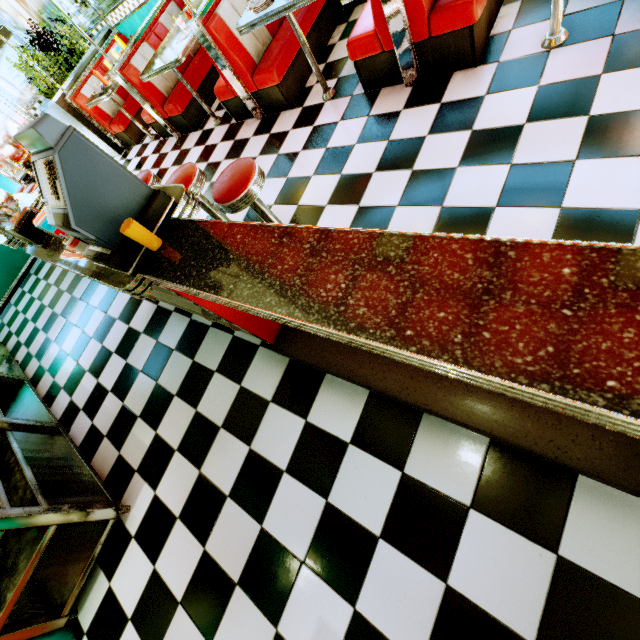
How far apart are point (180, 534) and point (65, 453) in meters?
1.7

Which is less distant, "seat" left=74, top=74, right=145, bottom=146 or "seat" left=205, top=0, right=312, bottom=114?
"seat" left=205, top=0, right=312, bottom=114

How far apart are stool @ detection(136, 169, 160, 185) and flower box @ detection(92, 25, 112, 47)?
4.3m

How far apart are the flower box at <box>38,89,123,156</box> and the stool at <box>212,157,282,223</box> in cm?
568

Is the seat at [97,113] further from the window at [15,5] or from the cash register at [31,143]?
the cash register at [31,143]

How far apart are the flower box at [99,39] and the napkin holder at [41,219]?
5.2 meters

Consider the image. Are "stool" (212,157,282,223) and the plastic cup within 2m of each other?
yes

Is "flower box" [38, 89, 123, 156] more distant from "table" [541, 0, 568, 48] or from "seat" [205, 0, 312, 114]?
"table" [541, 0, 568, 48]
